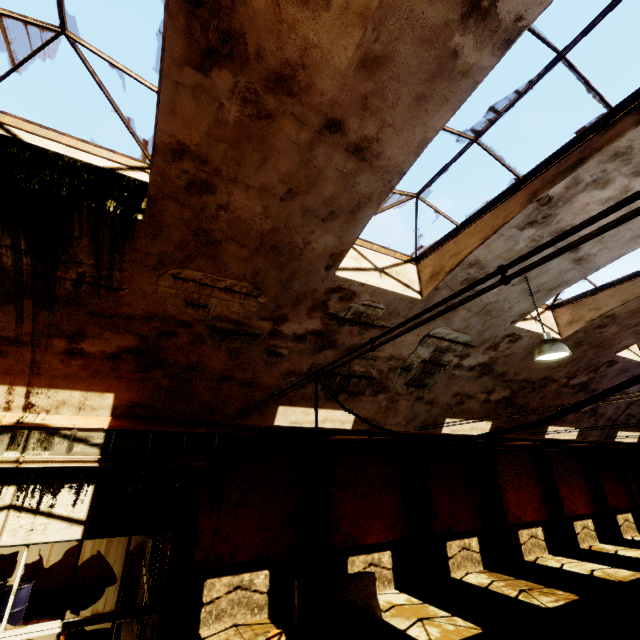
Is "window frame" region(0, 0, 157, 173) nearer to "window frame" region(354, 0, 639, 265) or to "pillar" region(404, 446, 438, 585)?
"window frame" region(354, 0, 639, 265)

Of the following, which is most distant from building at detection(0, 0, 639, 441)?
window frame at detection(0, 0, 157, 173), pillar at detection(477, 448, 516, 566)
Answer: pillar at detection(477, 448, 516, 566)

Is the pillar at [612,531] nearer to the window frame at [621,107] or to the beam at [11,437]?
the window frame at [621,107]

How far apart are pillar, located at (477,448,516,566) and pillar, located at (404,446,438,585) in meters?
4.2 m

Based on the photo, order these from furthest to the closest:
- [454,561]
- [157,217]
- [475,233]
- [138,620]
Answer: [454,561] → [138,620] → [475,233] → [157,217]

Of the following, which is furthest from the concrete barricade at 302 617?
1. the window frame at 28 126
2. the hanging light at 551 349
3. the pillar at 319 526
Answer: the window frame at 28 126

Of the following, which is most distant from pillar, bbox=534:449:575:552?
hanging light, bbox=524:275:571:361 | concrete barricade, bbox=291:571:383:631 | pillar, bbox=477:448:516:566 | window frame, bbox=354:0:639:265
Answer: window frame, bbox=354:0:639:265

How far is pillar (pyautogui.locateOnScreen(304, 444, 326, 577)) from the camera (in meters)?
10.83
